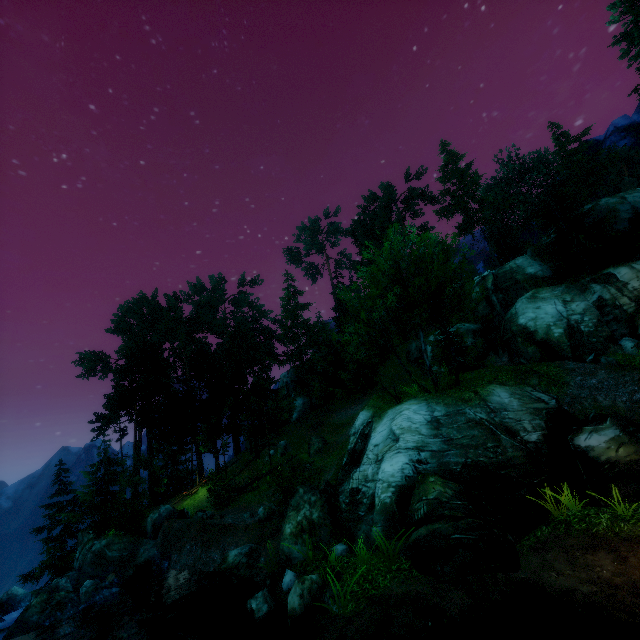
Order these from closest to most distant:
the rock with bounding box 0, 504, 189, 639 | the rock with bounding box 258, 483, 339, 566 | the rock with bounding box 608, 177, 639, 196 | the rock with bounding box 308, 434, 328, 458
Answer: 1. the rock with bounding box 258, 483, 339, 566
2. the rock with bounding box 0, 504, 189, 639
3. the rock with bounding box 308, 434, 328, 458
4. the rock with bounding box 608, 177, 639, 196

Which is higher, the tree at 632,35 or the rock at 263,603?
the tree at 632,35

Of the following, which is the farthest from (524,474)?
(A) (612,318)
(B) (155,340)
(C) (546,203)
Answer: (B) (155,340)

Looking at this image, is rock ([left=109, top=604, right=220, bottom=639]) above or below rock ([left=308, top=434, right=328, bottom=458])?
below

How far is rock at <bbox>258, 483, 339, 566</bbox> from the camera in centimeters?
1214cm

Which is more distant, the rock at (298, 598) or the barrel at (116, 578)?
the barrel at (116, 578)

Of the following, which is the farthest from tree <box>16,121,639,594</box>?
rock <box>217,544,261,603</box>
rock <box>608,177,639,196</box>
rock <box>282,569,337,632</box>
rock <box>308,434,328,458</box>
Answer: rock <box>217,544,261,603</box>

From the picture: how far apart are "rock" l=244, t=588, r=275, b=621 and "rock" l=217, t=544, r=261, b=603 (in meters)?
2.49
